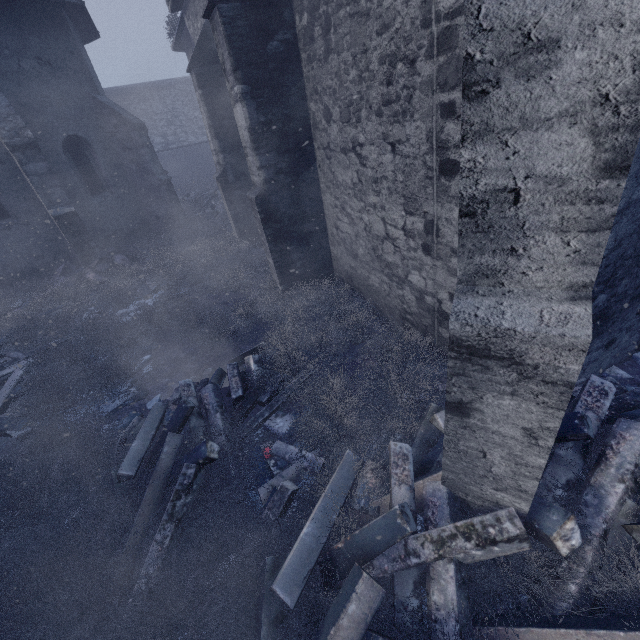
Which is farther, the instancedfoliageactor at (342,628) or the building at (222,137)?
the instancedfoliageactor at (342,628)

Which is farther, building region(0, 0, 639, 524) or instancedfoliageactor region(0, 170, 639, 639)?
instancedfoliageactor region(0, 170, 639, 639)

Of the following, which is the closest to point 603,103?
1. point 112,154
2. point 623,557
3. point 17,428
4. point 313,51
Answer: point 623,557

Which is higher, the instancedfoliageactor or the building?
the building

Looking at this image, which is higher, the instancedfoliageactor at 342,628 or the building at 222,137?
the building at 222,137
